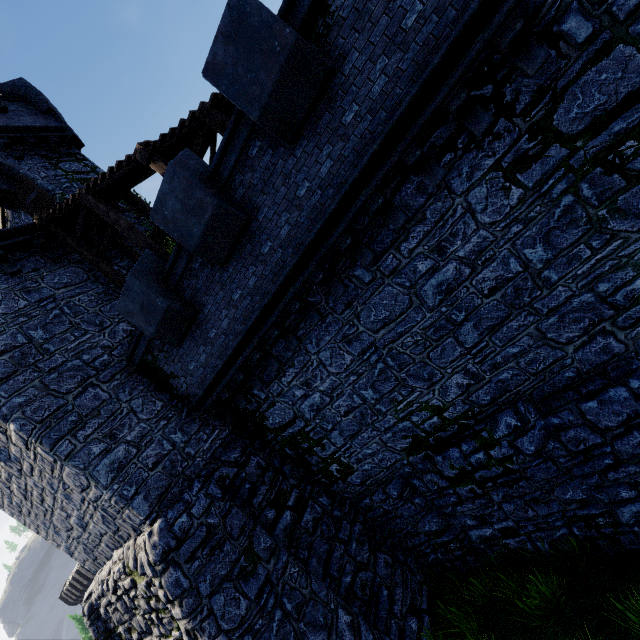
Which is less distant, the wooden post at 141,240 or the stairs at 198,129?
the stairs at 198,129

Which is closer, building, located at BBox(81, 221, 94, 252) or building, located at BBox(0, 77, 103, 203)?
building, located at BBox(81, 221, 94, 252)

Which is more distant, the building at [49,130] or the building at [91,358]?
the building at [49,130]

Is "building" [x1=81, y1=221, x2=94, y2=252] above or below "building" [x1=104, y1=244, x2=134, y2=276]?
above

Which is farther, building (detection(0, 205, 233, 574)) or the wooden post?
the wooden post

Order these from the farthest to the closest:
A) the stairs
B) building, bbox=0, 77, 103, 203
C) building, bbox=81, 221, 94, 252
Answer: building, bbox=0, 77, 103, 203 < building, bbox=81, 221, 94, 252 < the stairs

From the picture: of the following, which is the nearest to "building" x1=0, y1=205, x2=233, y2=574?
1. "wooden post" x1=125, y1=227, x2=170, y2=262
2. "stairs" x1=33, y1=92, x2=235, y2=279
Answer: "stairs" x1=33, y1=92, x2=235, y2=279

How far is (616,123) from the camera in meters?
5.0
